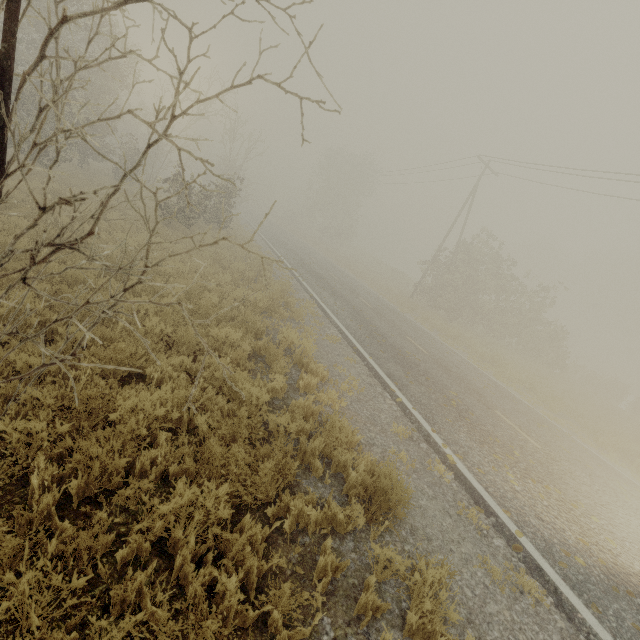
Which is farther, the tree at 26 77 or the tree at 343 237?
the tree at 343 237

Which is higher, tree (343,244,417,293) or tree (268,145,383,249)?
tree (268,145,383,249)

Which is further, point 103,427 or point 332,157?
point 332,157

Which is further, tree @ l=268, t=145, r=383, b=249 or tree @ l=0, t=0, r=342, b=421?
tree @ l=268, t=145, r=383, b=249

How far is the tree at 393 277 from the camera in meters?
36.1 m

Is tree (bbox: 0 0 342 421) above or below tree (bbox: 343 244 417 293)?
above

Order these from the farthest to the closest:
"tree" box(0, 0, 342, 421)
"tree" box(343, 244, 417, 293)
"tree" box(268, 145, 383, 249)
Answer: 1. "tree" box(268, 145, 383, 249)
2. "tree" box(343, 244, 417, 293)
3. "tree" box(0, 0, 342, 421)
